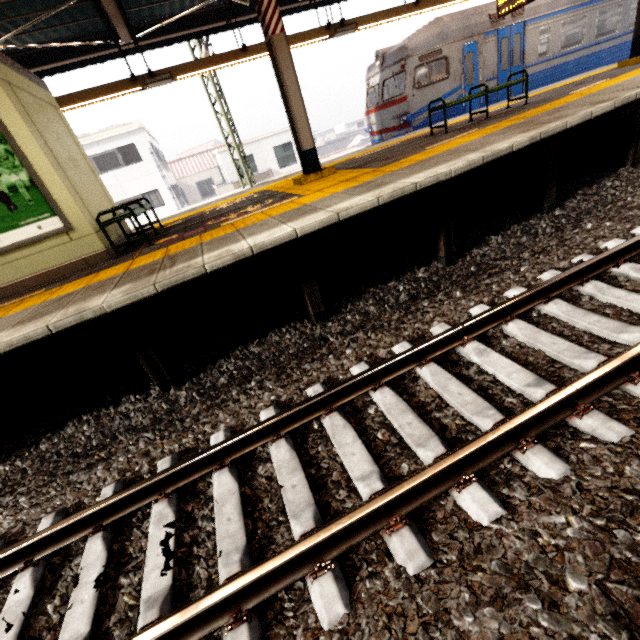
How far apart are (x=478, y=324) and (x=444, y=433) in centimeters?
126cm

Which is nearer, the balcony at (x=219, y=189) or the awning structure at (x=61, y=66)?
the awning structure at (x=61, y=66)

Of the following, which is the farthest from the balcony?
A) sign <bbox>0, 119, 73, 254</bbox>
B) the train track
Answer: the train track

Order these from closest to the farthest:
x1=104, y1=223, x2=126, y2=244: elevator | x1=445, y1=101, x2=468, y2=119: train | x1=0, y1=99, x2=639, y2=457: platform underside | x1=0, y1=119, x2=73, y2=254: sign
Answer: x1=0, y1=99, x2=639, y2=457: platform underside < x1=0, y1=119, x2=73, y2=254: sign < x1=104, y1=223, x2=126, y2=244: elevator < x1=445, y1=101, x2=468, y2=119: train

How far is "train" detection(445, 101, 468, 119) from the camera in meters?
11.0

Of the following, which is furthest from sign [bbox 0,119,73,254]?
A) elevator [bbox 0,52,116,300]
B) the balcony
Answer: the balcony

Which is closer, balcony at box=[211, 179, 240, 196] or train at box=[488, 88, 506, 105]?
train at box=[488, 88, 506, 105]

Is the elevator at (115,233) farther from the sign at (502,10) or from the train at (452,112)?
the sign at (502,10)
